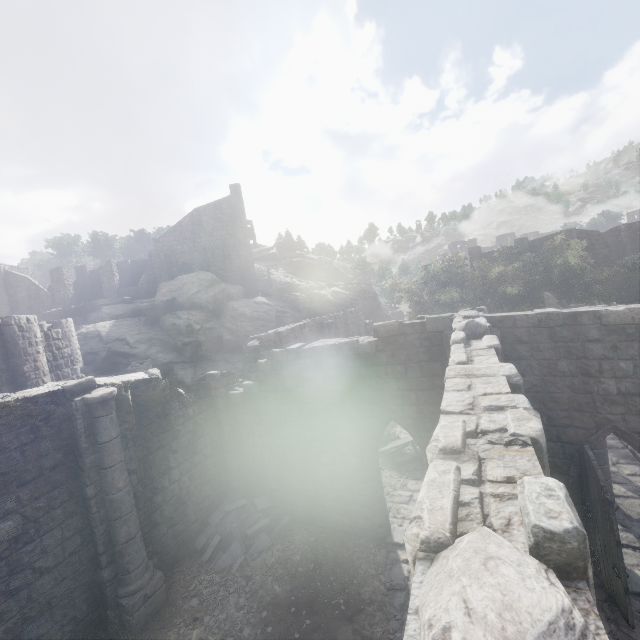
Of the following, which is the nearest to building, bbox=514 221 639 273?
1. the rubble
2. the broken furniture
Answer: the rubble

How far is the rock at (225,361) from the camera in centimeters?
2589cm

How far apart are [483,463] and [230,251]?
37.6m

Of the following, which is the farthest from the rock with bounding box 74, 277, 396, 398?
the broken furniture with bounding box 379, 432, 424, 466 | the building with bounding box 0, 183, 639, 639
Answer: the broken furniture with bounding box 379, 432, 424, 466

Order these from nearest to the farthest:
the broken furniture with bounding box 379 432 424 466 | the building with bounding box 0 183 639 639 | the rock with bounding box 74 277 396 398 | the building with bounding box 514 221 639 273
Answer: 1. the building with bounding box 0 183 639 639
2. the broken furniture with bounding box 379 432 424 466
3. the rock with bounding box 74 277 396 398
4. the building with bounding box 514 221 639 273

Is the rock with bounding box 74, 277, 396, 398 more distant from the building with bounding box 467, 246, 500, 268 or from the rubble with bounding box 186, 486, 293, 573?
the rubble with bounding box 186, 486, 293, 573

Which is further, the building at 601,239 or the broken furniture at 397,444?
the building at 601,239
